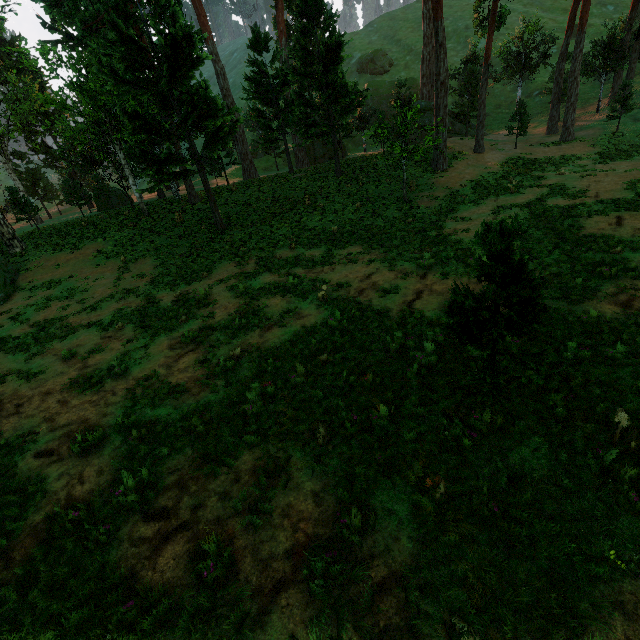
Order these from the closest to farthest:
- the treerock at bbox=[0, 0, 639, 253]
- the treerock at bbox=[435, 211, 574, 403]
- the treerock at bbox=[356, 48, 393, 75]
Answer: the treerock at bbox=[435, 211, 574, 403] → the treerock at bbox=[0, 0, 639, 253] → the treerock at bbox=[356, 48, 393, 75]

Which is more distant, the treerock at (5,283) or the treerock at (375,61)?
the treerock at (375,61)

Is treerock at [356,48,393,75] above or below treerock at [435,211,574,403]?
above

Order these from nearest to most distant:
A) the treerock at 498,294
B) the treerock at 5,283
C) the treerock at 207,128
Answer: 1. the treerock at 498,294
2. the treerock at 207,128
3. the treerock at 5,283

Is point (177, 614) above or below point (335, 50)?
below

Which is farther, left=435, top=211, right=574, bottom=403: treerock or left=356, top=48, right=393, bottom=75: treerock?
left=356, top=48, right=393, bottom=75: treerock
